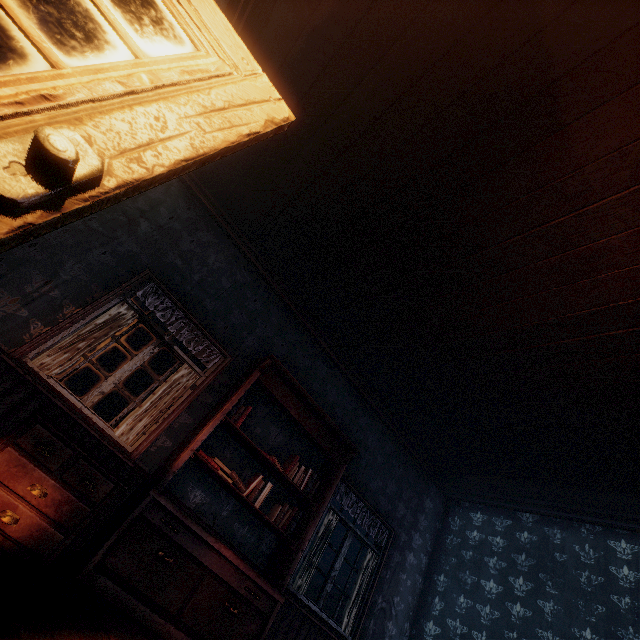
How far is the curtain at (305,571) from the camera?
4.2 meters

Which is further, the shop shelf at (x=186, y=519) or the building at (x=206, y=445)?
the building at (x=206, y=445)

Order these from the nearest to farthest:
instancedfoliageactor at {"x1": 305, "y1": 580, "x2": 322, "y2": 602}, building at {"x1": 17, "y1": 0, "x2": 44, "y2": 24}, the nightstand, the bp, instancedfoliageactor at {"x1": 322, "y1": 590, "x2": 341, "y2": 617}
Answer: the bp → building at {"x1": 17, "y1": 0, "x2": 44, "y2": 24} → the nightstand → instancedfoliageactor at {"x1": 322, "y1": 590, "x2": 341, "y2": 617} → instancedfoliageactor at {"x1": 305, "y1": 580, "x2": 322, "y2": 602}

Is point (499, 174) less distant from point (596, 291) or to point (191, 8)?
point (596, 291)

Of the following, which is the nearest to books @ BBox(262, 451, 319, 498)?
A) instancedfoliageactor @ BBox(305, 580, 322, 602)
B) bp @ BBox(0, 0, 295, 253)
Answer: bp @ BBox(0, 0, 295, 253)

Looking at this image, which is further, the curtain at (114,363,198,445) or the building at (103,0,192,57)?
the curtain at (114,363,198,445)

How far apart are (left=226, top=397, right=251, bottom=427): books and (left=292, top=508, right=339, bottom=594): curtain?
2.0 meters

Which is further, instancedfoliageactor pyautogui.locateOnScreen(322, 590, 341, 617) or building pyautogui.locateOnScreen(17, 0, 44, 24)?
instancedfoliageactor pyautogui.locateOnScreen(322, 590, 341, 617)
